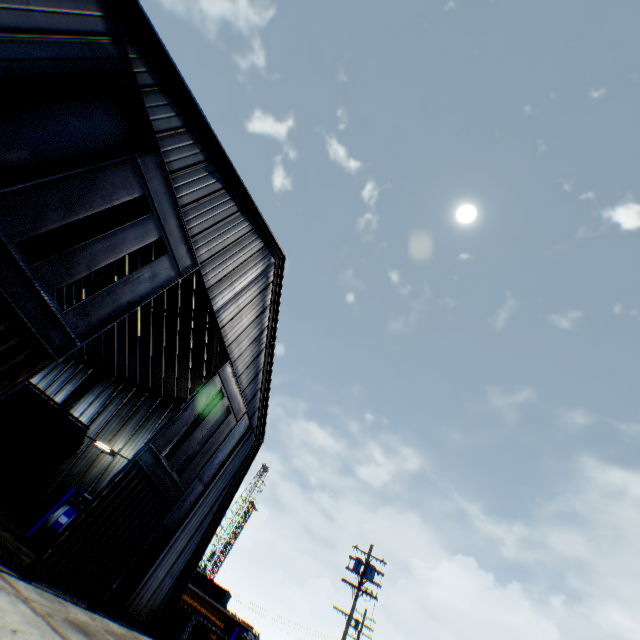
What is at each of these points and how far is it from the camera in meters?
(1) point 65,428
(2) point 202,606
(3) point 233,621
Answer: (1) train, 14.0 m
(2) storage container, 23.8 m
(3) train, 32.0 m

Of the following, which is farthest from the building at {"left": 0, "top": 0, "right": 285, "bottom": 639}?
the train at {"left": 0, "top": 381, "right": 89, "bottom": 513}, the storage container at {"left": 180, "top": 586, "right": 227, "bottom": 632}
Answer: the train at {"left": 0, "top": 381, "right": 89, "bottom": 513}

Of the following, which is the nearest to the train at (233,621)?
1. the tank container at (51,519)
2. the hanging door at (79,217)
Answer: the tank container at (51,519)

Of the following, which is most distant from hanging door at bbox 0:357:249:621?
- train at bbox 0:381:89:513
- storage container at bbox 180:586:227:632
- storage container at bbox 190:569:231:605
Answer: storage container at bbox 190:569:231:605

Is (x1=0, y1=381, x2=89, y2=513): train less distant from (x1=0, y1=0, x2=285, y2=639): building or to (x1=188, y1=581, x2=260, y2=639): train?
(x1=0, y1=0, x2=285, y2=639): building

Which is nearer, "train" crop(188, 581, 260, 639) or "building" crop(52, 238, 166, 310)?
"building" crop(52, 238, 166, 310)

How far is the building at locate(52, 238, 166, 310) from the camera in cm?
2455

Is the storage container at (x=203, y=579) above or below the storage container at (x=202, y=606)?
above
